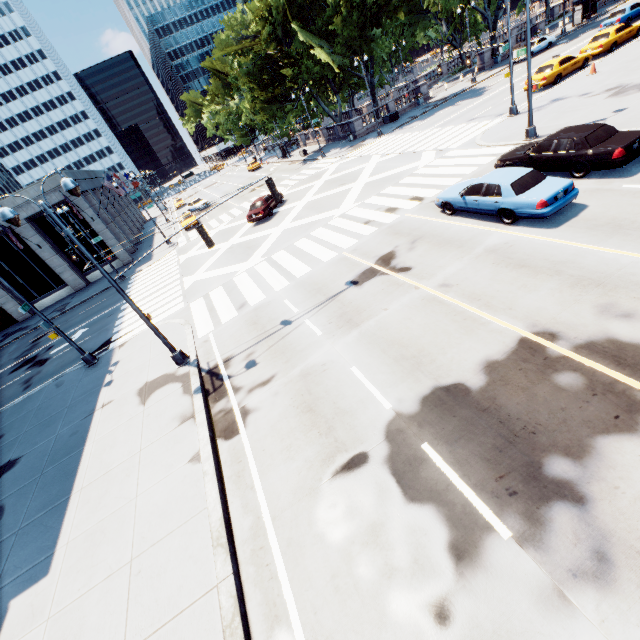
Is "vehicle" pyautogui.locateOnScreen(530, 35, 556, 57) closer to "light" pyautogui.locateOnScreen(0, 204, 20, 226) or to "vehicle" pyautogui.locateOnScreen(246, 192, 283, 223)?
"vehicle" pyautogui.locateOnScreen(246, 192, 283, 223)

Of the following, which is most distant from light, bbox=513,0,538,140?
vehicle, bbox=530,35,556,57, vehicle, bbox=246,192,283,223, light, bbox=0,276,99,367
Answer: vehicle, bbox=530,35,556,57

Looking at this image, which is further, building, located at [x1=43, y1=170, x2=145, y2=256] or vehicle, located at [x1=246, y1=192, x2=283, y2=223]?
building, located at [x1=43, y1=170, x2=145, y2=256]

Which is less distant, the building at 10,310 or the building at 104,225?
the building at 104,225

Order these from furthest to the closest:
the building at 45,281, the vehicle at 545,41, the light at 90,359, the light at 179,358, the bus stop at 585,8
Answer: the bus stop at 585,8 → the vehicle at 545,41 → the building at 45,281 → the light at 90,359 → the light at 179,358

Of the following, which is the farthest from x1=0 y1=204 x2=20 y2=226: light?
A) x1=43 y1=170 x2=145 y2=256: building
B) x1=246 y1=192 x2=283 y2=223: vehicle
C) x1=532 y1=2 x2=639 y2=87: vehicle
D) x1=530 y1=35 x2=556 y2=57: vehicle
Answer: x1=530 y1=35 x2=556 y2=57: vehicle

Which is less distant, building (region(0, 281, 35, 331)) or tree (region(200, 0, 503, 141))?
A: building (region(0, 281, 35, 331))

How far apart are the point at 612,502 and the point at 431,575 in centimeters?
295cm
